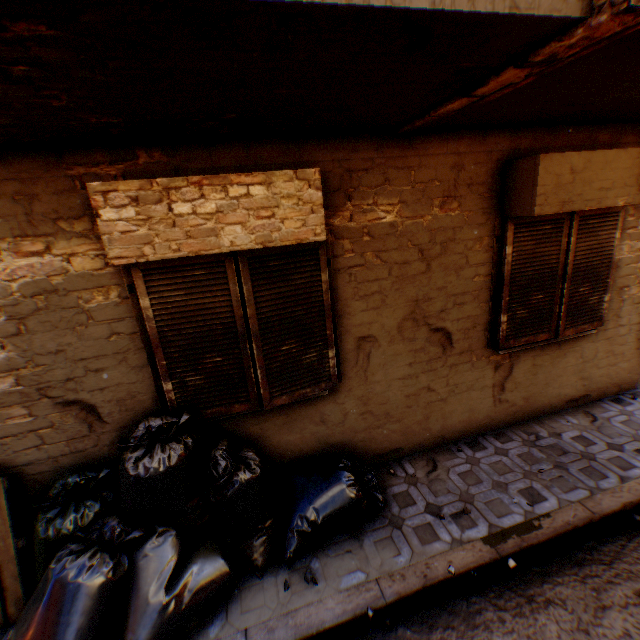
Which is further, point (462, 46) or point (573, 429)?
point (573, 429)

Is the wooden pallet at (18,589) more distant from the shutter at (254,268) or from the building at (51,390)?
the shutter at (254,268)

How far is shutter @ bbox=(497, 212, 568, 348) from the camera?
3.58m

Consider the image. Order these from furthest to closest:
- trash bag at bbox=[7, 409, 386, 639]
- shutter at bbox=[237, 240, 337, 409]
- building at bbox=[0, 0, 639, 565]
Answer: shutter at bbox=[237, 240, 337, 409], trash bag at bbox=[7, 409, 386, 639], building at bbox=[0, 0, 639, 565]

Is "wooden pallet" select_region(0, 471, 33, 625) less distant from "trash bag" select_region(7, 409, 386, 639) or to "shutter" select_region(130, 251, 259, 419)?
"trash bag" select_region(7, 409, 386, 639)

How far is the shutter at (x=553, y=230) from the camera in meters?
3.6 m

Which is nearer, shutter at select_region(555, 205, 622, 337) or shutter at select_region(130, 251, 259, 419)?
shutter at select_region(130, 251, 259, 419)
